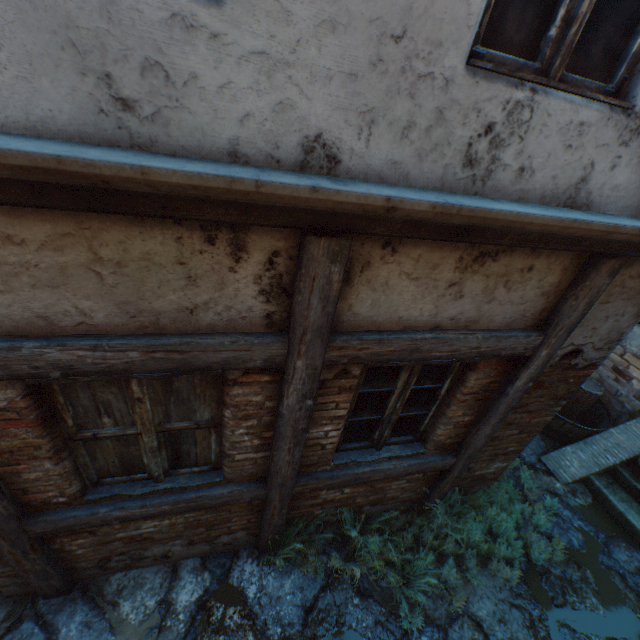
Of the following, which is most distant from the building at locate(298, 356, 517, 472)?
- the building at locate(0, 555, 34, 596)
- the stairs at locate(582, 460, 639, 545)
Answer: the building at locate(0, 555, 34, 596)

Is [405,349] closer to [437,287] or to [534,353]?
[437,287]

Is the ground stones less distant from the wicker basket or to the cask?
the cask

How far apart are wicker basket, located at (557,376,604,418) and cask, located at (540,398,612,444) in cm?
10

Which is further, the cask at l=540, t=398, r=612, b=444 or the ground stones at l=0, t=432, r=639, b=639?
the cask at l=540, t=398, r=612, b=444

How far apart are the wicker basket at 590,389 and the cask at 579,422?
0.1m

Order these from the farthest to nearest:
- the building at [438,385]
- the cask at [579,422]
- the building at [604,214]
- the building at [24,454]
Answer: the cask at [579,422] → the building at [438,385] → the building at [24,454] → the building at [604,214]
